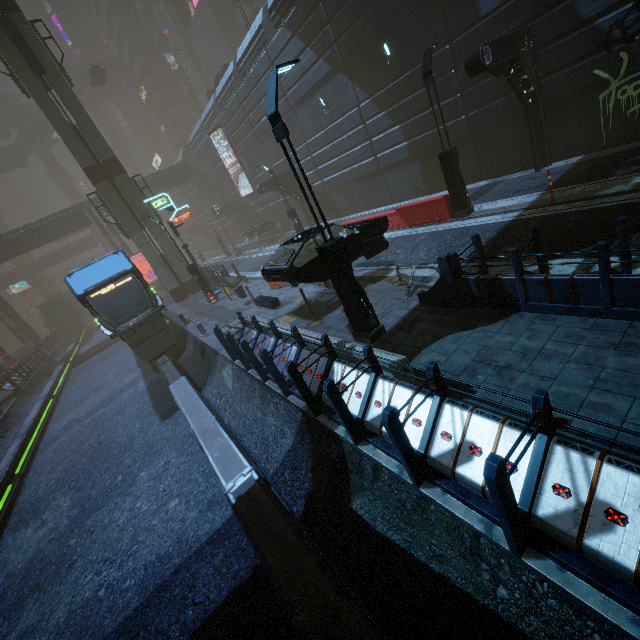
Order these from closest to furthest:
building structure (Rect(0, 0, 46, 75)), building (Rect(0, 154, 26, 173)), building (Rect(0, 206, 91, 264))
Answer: building structure (Rect(0, 0, 46, 75))
building (Rect(0, 206, 91, 264))
building (Rect(0, 154, 26, 173))

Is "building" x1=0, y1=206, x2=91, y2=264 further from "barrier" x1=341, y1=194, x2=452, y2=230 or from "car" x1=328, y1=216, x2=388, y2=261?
"barrier" x1=341, y1=194, x2=452, y2=230

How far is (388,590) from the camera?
4.10m

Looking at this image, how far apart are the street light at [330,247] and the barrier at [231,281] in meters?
13.6

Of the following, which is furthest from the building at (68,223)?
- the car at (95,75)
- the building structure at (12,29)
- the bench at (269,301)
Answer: the building structure at (12,29)

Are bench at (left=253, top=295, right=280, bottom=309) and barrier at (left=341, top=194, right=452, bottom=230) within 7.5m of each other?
yes

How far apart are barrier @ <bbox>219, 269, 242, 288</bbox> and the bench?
6.2 meters

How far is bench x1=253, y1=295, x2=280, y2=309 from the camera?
12.7 meters
